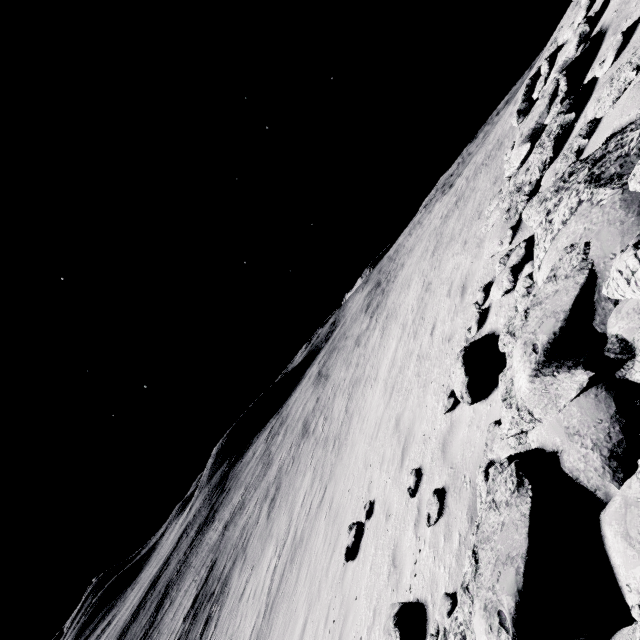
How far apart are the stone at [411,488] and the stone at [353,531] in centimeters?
339cm

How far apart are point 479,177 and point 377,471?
14.3 meters

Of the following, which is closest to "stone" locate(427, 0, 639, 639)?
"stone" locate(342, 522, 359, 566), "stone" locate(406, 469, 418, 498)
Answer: "stone" locate(406, 469, 418, 498)

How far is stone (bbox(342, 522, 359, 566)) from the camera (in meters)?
8.45

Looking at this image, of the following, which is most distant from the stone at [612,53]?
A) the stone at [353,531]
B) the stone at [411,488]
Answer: the stone at [353,531]

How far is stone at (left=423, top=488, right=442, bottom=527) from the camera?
4.5 meters

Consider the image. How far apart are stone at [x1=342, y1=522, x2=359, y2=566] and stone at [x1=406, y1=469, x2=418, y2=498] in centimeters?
339cm

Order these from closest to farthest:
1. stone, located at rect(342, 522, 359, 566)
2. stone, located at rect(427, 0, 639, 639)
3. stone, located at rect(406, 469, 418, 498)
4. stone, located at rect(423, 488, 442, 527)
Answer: stone, located at rect(427, 0, 639, 639)
stone, located at rect(423, 488, 442, 527)
stone, located at rect(406, 469, 418, 498)
stone, located at rect(342, 522, 359, 566)
